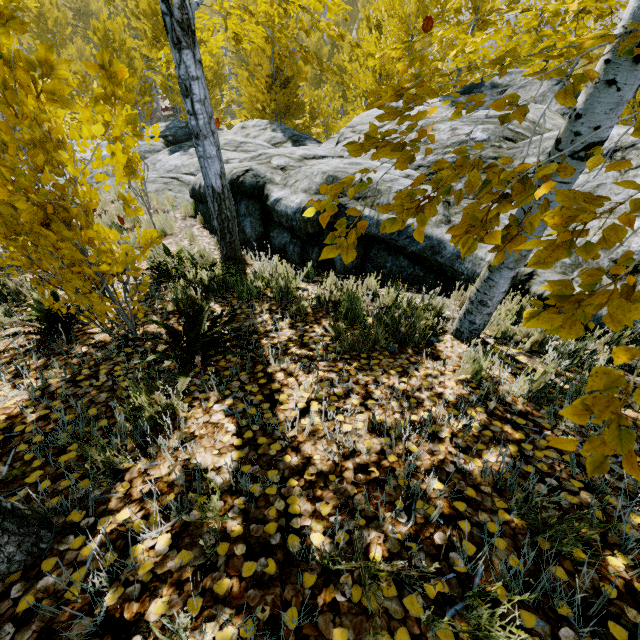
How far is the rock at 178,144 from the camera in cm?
711

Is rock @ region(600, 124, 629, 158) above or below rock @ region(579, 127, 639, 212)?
above

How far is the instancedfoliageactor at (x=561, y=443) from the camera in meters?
0.7

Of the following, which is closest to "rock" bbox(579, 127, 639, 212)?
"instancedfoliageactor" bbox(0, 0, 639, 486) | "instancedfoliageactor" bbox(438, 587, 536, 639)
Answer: "instancedfoliageactor" bbox(0, 0, 639, 486)

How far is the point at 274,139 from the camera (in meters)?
11.48

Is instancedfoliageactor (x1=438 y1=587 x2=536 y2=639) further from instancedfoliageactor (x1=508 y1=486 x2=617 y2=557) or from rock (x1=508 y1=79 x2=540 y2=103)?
rock (x1=508 y1=79 x2=540 y2=103)
